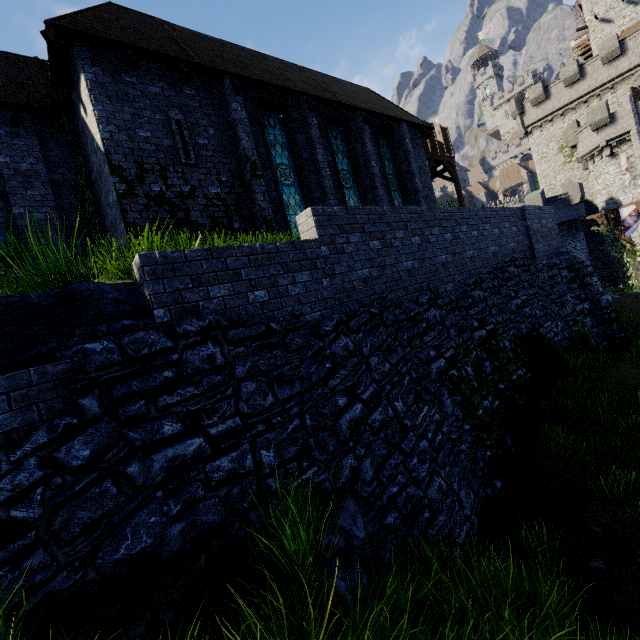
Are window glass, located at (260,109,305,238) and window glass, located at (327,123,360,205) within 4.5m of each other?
yes

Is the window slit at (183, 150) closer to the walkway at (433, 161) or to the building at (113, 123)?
the building at (113, 123)

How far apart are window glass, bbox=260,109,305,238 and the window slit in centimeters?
253cm

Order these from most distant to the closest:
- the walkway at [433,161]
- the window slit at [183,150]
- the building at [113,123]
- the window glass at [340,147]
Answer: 1. the walkway at [433,161]
2. the window glass at [340,147]
3. the window slit at [183,150]
4. the building at [113,123]

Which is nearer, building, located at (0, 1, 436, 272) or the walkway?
building, located at (0, 1, 436, 272)

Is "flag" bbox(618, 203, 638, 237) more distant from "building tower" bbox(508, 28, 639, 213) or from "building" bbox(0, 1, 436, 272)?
"building" bbox(0, 1, 436, 272)

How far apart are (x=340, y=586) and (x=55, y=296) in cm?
448

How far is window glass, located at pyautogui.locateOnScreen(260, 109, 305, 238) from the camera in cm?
1124
